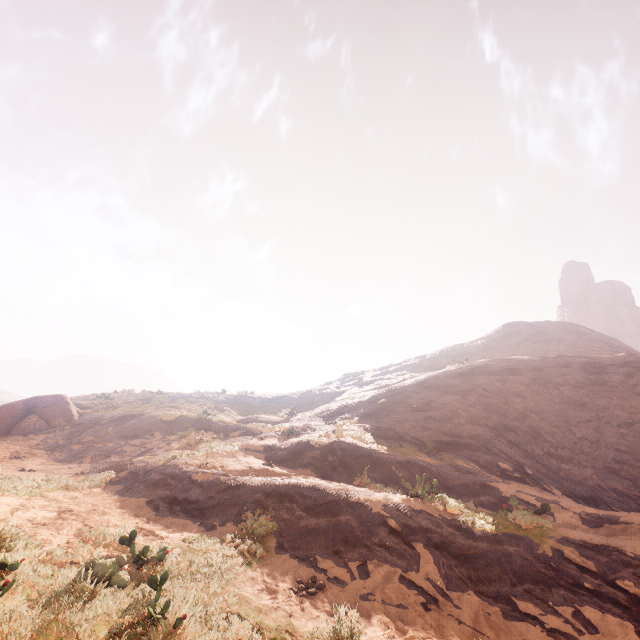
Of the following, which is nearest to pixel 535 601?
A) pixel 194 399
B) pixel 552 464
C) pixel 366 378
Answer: pixel 552 464

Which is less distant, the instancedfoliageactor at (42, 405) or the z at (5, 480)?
the z at (5, 480)

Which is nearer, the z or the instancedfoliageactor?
the z
